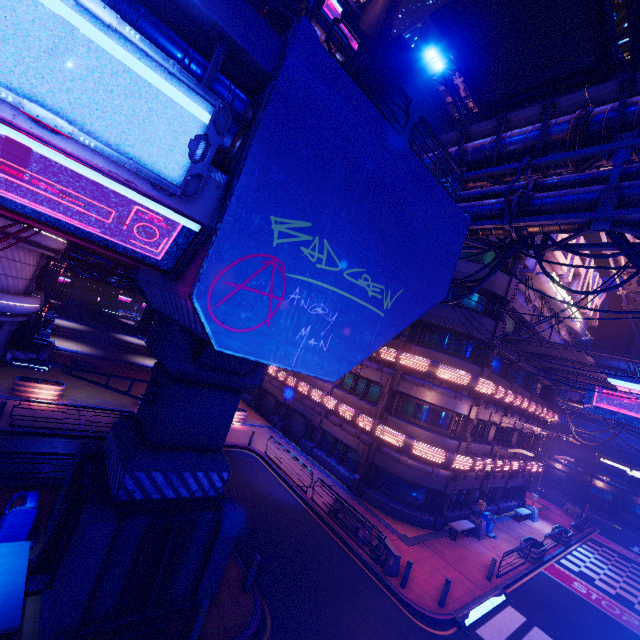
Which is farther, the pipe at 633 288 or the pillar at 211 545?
the pipe at 633 288

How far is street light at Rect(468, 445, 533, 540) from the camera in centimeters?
1990cm

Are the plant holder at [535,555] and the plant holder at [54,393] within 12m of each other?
no

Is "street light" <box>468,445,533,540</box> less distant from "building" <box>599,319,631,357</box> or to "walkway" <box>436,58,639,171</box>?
"walkway" <box>436,58,639,171</box>

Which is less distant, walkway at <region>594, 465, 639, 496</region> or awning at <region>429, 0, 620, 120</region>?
awning at <region>429, 0, 620, 120</region>

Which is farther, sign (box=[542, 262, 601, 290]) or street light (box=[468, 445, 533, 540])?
sign (box=[542, 262, 601, 290])

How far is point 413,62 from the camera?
11.9m

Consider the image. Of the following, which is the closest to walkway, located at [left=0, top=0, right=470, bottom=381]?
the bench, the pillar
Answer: the pillar
